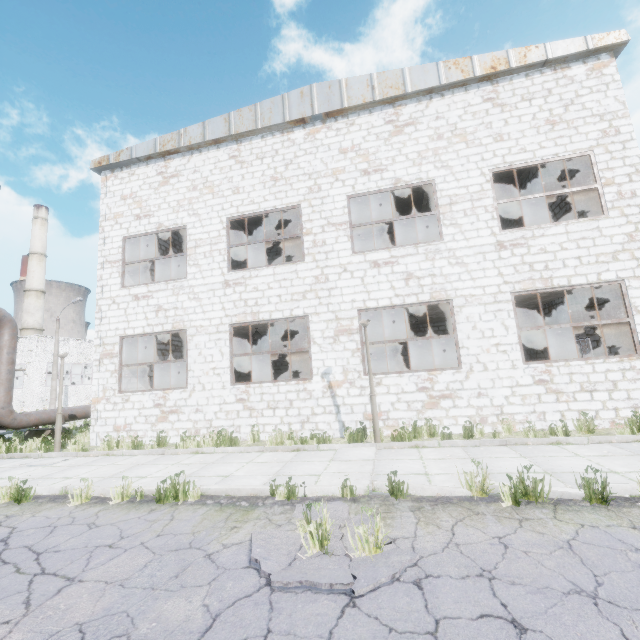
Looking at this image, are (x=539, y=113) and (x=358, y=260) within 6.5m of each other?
no

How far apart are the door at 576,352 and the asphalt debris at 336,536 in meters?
14.0 m

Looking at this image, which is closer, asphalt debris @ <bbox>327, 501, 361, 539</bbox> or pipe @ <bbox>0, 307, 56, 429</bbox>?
asphalt debris @ <bbox>327, 501, 361, 539</bbox>

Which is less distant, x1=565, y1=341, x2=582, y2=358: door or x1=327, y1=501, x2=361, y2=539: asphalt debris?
x1=327, y1=501, x2=361, y2=539: asphalt debris

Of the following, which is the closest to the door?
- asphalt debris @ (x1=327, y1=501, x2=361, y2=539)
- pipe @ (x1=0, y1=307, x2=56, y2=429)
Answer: asphalt debris @ (x1=327, y1=501, x2=361, y2=539)

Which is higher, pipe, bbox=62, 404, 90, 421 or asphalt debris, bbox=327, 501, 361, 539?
pipe, bbox=62, 404, 90, 421

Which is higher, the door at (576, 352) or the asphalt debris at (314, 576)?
the door at (576, 352)

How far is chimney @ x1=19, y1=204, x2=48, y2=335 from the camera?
49.8m
